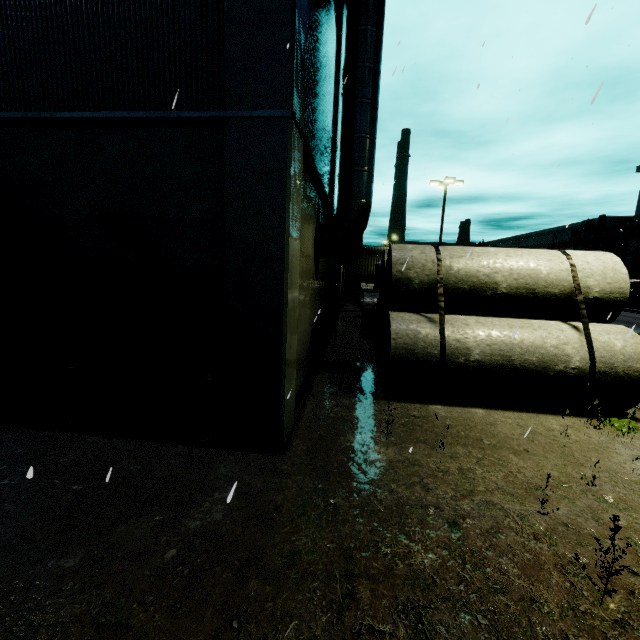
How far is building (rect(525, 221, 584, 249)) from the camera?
46.6 meters

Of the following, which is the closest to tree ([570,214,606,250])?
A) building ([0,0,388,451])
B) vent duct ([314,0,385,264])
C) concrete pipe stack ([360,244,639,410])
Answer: building ([0,0,388,451])

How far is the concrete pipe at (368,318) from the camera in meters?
13.9

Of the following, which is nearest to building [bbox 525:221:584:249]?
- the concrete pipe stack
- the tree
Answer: the tree

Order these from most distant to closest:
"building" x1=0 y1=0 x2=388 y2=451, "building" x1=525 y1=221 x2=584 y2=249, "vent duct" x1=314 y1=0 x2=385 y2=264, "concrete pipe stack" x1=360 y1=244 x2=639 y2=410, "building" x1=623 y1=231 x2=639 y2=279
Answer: "building" x1=525 y1=221 x2=584 y2=249
"building" x1=623 y1=231 x2=639 y2=279
"vent duct" x1=314 y1=0 x2=385 y2=264
"concrete pipe stack" x1=360 y1=244 x2=639 y2=410
"building" x1=0 y1=0 x2=388 y2=451

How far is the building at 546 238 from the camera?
46.62m

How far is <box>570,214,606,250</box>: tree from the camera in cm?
4088

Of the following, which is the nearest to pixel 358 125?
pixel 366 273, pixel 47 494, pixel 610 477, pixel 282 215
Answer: pixel 282 215
